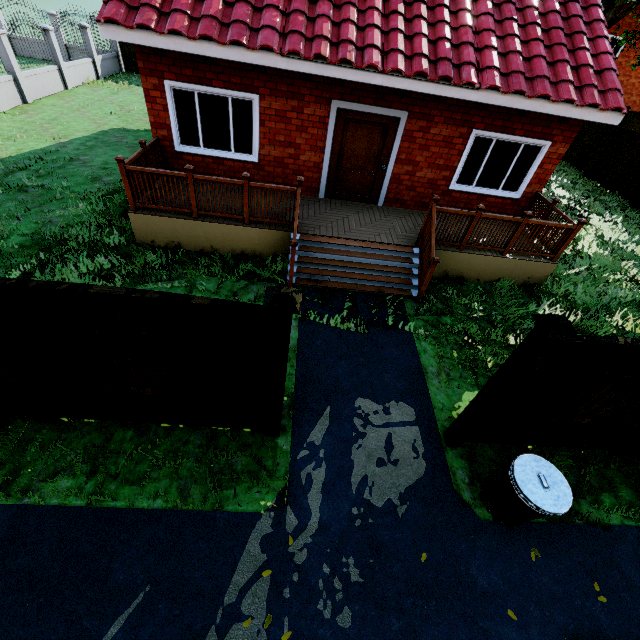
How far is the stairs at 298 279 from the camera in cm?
671

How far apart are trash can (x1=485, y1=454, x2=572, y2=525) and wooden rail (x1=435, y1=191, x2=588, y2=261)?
4.90m

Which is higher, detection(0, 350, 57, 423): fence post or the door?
the door

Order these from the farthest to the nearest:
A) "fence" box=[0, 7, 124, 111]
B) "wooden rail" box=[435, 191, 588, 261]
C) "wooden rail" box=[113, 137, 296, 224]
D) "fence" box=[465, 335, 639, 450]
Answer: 1. "fence" box=[0, 7, 124, 111]
2. "wooden rail" box=[435, 191, 588, 261]
3. "wooden rail" box=[113, 137, 296, 224]
4. "fence" box=[465, 335, 639, 450]

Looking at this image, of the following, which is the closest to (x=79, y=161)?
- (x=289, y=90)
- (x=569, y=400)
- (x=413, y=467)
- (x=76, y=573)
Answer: (x=289, y=90)

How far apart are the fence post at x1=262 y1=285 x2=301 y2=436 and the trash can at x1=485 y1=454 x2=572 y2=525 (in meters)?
2.87

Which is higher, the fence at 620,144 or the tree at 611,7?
the tree at 611,7

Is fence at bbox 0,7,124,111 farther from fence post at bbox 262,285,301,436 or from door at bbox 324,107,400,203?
door at bbox 324,107,400,203
